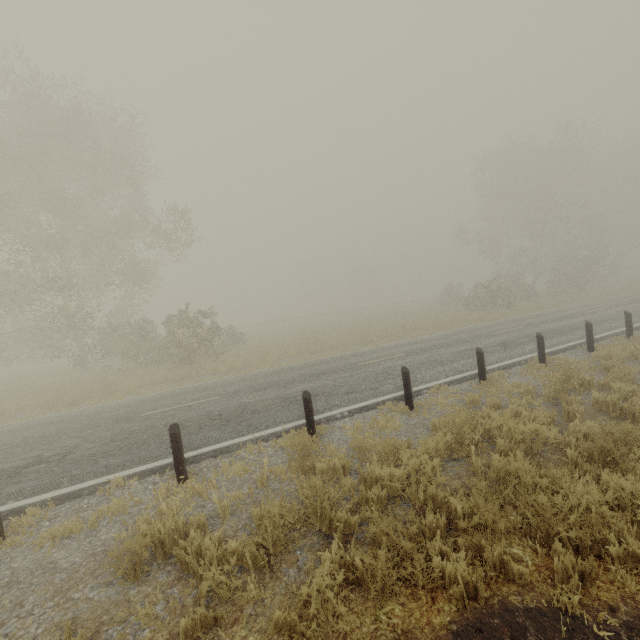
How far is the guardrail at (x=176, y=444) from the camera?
5.62m

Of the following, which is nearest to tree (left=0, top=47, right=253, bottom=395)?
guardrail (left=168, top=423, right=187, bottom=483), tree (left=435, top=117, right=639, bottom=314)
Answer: guardrail (left=168, top=423, right=187, bottom=483)

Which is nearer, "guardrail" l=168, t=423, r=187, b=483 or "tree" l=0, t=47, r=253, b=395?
"guardrail" l=168, t=423, r=187, b=483

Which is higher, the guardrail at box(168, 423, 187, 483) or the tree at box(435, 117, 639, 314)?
the tree at box(435, 117, 639, 314)

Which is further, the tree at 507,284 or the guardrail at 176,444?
the tree at 507,284

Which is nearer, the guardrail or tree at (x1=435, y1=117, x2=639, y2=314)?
the guardrail

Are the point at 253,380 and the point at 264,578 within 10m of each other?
yes
